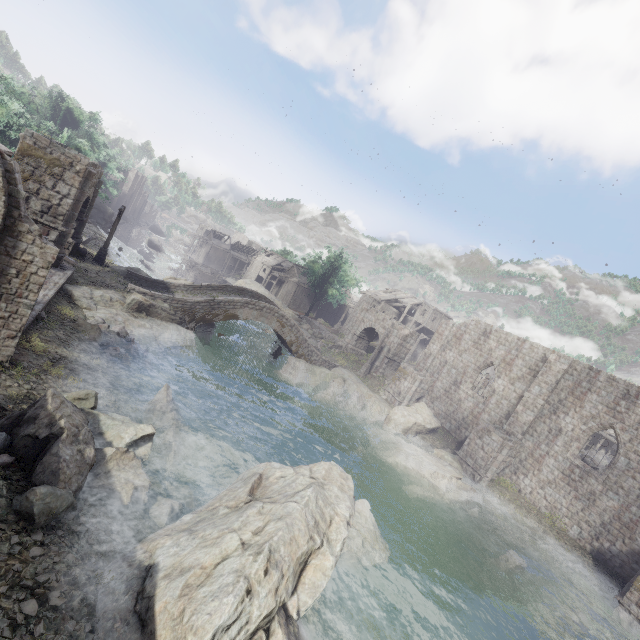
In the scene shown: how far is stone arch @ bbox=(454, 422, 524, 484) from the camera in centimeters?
2133cm

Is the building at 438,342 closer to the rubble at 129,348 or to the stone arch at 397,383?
the stone arch at 397,383

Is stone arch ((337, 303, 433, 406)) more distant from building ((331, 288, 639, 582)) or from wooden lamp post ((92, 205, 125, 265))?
building ((331, 288, 639, 582))

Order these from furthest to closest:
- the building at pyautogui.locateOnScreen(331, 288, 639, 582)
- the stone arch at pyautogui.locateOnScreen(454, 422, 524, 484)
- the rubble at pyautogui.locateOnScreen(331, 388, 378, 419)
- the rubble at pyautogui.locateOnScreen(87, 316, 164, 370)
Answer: the rubble at pyautogui.locateOnScreen(331, 388, 378, 419)
the stone arch at pyautogui.locateOnScreen(454, 422, 524, 484)
the building at pyautogui.locateOnScreen(331, 288, 639, 582)
the rubble at pyautogui.locateOnScreen(87, 316, 164, 370)

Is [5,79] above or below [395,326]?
above

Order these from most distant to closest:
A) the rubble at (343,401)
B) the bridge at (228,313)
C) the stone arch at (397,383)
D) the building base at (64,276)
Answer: the stone arch at (397,383)
the rubble at (343,401)
the bridge at (228,313)
the building base at (64,276)

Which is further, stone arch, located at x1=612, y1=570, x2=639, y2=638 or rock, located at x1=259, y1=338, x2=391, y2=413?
rock, located at x1=259, y1=338, x2=391, y2=413

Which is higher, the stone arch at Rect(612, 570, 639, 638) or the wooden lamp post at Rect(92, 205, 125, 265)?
the stone arch at Rect(612, 570, 639, 638)
